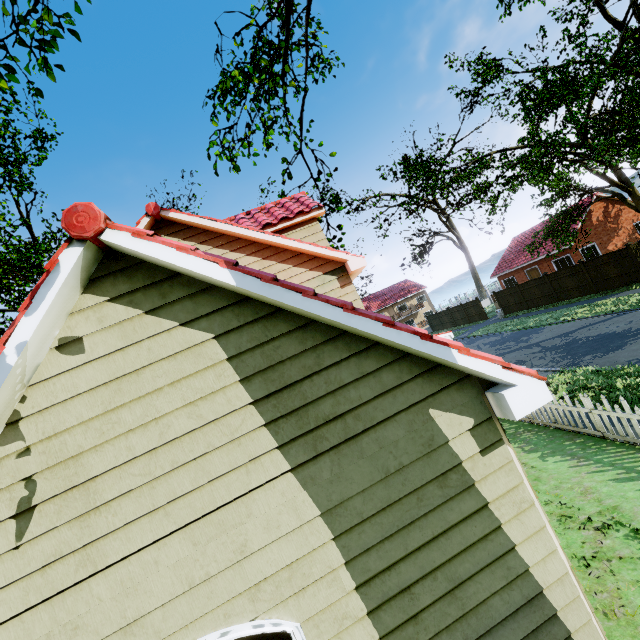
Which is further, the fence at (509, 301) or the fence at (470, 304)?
the fence at (470, 304)

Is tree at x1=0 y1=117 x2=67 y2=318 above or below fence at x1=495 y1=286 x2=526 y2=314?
above

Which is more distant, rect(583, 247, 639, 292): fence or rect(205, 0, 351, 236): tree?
rect(583, 247, 639, 292): fence

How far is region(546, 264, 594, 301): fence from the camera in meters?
22.9 m

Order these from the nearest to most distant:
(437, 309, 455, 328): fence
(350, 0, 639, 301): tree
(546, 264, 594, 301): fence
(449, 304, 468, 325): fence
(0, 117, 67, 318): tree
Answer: (350, 0, 639, 301): tree → (0, 117, 67, 318): tree → (546, 264, 594, 301): fence → (449, 304, 468, 325): fence → (437, 309, 455, 328): fence

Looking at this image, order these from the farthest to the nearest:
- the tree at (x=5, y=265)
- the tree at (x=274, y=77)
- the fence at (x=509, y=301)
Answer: the fence at (x=509, y=301) < the tree at (x=5, y=265) < the tree at (x=274, y=77)

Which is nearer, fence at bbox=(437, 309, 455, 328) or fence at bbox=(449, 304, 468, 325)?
fence at bbox=(449, 304, 468, 325)

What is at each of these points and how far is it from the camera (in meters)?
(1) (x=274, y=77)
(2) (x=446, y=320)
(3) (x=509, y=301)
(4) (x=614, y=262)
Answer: (1) tree, 16.00
(2) fence, 41.12
(3) fence, 30.11
(4) fence, 20.64
